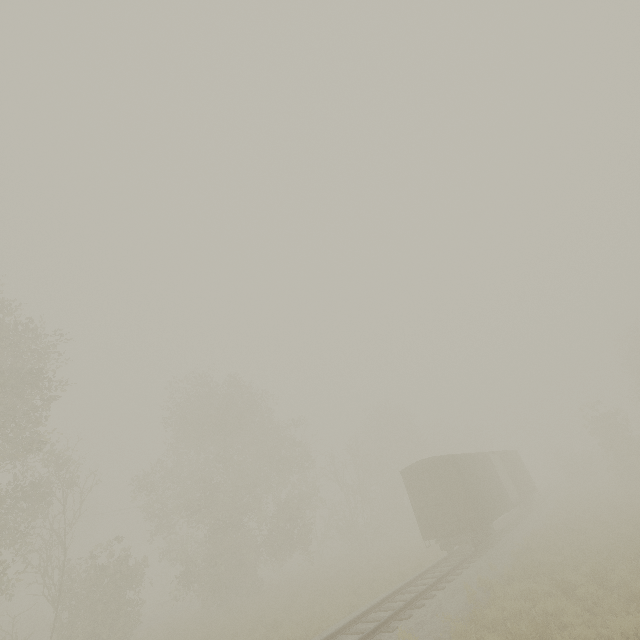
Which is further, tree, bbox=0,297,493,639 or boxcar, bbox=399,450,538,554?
boxcar, bbox=399,450,538,554

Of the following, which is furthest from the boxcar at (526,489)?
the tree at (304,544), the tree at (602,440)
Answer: the tree at (304,544)

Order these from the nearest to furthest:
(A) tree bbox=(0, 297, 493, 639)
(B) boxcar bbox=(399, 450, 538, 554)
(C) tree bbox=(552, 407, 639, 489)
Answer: (A) tree bbox=(0, 297, 493, 639)
(B) boxcar bbox=(399, 450, 538, 554)
(C) tree bbox=(552, 407, 639, 489)

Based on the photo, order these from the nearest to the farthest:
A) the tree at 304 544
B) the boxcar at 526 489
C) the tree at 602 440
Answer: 1. the tree at 304 544
2. the boxcar at 526 489
3. the tree at 602 440

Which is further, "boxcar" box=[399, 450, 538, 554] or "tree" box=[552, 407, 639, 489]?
"tree" box=[552, 407, 639, 489]

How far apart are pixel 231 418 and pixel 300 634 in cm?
1614

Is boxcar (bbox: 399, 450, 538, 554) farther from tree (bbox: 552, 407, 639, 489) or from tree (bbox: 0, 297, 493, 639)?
tree (bbox: 0, 297, 493, 639)

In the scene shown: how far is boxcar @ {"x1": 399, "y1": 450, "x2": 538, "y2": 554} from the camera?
17.2m
